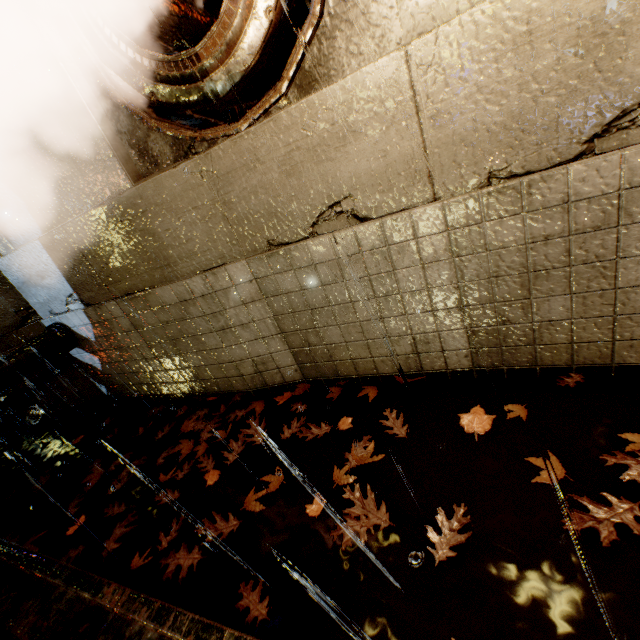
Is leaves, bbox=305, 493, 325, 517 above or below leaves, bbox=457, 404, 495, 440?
below

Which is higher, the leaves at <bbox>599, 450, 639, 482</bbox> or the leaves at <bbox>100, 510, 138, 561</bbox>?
the leaves at <bbox>100, 510, 138, 561</bbox>

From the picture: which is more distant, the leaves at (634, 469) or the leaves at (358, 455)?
the leaves at (358, 455)

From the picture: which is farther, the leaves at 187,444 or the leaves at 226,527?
the leaves at 187,444

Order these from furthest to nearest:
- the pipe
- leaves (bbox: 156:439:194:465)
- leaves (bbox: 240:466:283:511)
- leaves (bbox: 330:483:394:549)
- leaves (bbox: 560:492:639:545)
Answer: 1. the pipe
2. leaves (bbox: 156:439:194:465)
3. leaves (bbox: 240:466:283:511)
4. leaves (bbox: 330:483:394:549)
5. leaves (bbox: 560:492:639:545)

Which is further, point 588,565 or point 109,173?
point 109,173

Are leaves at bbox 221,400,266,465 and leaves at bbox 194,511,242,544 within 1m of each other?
yes

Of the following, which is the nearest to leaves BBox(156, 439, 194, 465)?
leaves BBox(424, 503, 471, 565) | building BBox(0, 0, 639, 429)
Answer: building BBox(0, 0, 639, 429)
